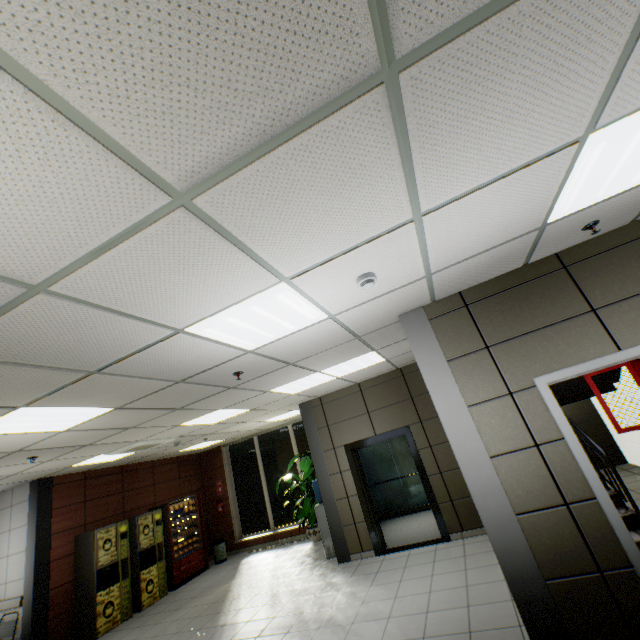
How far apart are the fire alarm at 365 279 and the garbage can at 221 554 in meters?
10.5

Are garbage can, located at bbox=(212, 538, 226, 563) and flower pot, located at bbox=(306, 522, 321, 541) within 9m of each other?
yes

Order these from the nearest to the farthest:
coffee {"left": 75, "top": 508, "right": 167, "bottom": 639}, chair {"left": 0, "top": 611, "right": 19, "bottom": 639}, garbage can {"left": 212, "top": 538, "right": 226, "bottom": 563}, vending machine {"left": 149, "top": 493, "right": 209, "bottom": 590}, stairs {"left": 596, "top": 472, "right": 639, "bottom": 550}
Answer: stairs {"left": 596, "top": 472, "right": 639, "bottom": 550} → chair {"left": 0, "top": 611, "right": 19, "bottom": 639} → coffee {"left": 75, "top": 508, "right": 167, "bottom": 639} → vending machine {"left": 149, "top": 493, "right": 209, "bottom": 590} → garbage can {"left": 212, "top": 538, "right": 226, "bottom": 563}

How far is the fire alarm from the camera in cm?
258

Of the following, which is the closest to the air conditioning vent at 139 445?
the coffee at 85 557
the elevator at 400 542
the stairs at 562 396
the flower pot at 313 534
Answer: the coffee at 85 557

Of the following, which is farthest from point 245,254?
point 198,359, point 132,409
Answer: point 132,409

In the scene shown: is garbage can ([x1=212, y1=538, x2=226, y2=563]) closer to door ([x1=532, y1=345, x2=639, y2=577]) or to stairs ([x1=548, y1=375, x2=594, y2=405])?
stairs ([x1=548, y1=375, x2=594, y2=405])

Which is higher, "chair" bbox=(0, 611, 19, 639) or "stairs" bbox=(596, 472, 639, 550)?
"chair" bbox=(0, 611, 19, 639)
